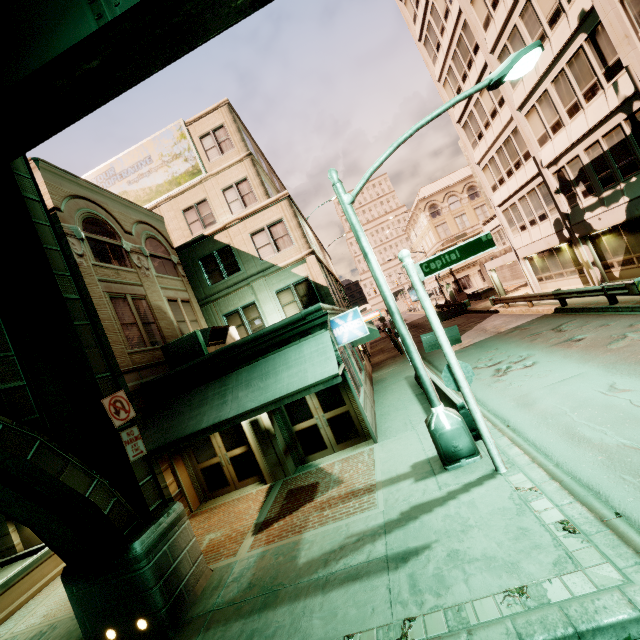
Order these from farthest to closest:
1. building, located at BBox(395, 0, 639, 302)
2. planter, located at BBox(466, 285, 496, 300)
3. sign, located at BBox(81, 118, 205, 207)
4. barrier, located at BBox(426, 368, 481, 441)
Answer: planter, located at BBox(466, 285, 496, 300)
sign, located at BBox(81, 118, 205, 207)
building, located at BBox(395, 0, 639, 302)
barrier, located at BBox(426, 368, 481, 441)

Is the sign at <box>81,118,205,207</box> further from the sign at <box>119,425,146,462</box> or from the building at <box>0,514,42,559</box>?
the sign at <box>119,425,146,462</box>

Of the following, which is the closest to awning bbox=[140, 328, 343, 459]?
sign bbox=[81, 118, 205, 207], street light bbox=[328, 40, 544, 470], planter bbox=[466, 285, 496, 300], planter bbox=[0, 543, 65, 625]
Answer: street light bbox=[328, 40, 544, 470]

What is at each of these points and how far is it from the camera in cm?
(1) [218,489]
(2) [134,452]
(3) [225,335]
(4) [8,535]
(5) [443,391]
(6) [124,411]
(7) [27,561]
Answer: (1) building, 1152
(2) sign, 683
(3) air conditioner, 1353
(4) building, 1168
(5) barrier, 918
(6) sign, 702
(7) planter, 1023

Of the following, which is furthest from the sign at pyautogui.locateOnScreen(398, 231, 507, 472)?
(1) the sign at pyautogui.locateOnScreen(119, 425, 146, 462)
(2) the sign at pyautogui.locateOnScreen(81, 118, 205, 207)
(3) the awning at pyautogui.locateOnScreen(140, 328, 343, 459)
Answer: (2) the sign at pyautogui.locateOnScreen(81, 118, 205, 207)

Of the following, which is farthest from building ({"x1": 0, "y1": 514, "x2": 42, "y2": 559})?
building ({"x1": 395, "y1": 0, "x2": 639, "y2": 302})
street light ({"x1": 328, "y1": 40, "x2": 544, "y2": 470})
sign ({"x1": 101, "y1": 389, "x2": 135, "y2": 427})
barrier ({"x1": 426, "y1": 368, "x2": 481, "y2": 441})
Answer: building ({"x1": 395, "y1": 0, "x2": 639, "y2": 302})

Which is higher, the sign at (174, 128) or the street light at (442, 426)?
the sign at (174, 128)

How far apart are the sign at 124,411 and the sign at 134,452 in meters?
0.1
